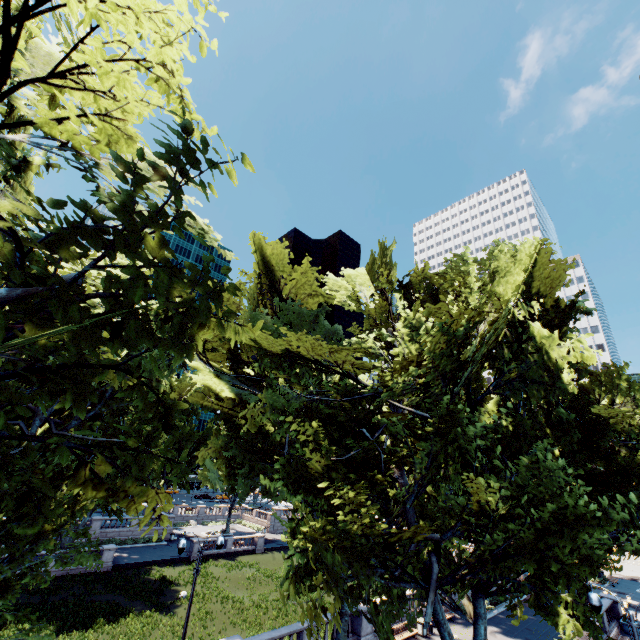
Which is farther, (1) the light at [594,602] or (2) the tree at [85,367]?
(1) the light at [594,602]

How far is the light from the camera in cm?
1119

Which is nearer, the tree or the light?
the tree

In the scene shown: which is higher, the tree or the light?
the tree

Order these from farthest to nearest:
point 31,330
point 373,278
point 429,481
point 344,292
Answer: point 373,278
point 344,292
point 429,481
point 31,330

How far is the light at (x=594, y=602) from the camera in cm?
1119
